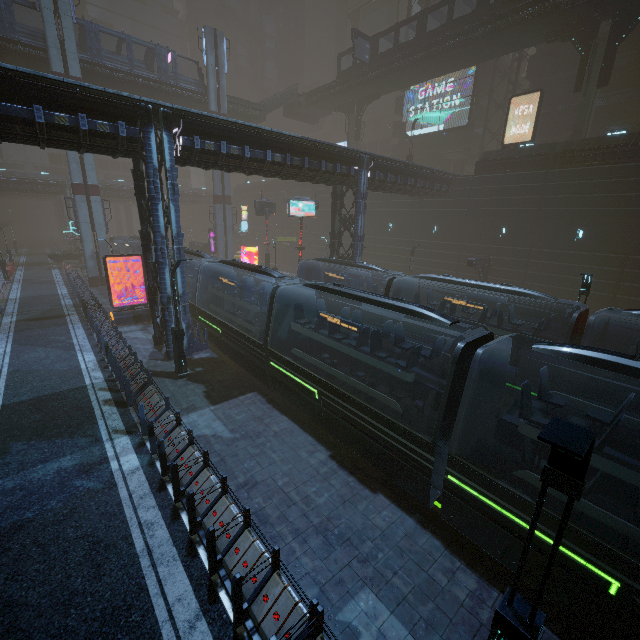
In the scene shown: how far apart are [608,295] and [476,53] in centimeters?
2525cm

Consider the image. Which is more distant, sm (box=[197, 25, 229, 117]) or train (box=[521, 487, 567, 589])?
sm (box=[197, 25, 229, 117])

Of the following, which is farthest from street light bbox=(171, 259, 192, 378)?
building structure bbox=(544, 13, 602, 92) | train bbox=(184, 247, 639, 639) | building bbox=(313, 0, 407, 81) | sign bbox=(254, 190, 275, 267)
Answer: building structure bbox=(544, 13, 602, 92)

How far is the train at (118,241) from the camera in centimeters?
3275cm

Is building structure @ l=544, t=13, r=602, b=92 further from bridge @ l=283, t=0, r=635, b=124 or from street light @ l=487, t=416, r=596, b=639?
street light @ l=487, t=416, r=596, b=639

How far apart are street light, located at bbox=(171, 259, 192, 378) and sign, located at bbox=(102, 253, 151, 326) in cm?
956

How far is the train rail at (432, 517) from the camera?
8.5m

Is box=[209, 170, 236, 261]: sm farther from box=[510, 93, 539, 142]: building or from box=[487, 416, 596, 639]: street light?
box=[487, 416, 596, 639]: street light
